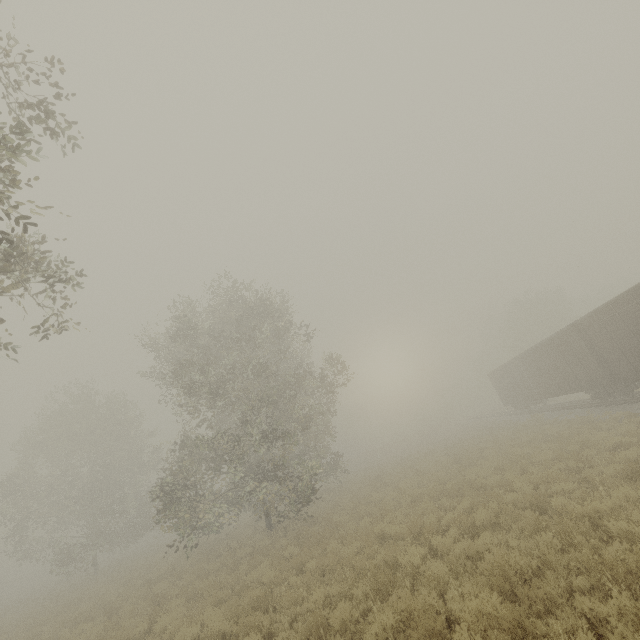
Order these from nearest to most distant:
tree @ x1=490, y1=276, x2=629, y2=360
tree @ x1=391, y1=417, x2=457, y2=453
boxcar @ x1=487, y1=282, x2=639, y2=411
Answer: boxcar @ x1=487, y1=282, x2=639, y2=411, tree @ x1=490, y1=276, x2=629, y2=360, tree @ x1=391, y1=417, x2=457, y2=453

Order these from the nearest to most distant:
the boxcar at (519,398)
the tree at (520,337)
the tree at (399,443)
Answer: the boxcar at (519,398) → the tree at (520,337) → the tree at (399,443)

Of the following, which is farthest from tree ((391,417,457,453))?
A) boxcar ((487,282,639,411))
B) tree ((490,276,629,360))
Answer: boxcar ((487,282,639,411))

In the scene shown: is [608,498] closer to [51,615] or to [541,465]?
[541,465]

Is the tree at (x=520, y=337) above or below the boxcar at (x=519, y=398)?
above

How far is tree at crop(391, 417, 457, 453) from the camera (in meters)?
45.46

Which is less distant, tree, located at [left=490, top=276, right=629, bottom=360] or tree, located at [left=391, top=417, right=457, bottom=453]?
tree, located at [left=490, top=276, right=629, bottom=360]
